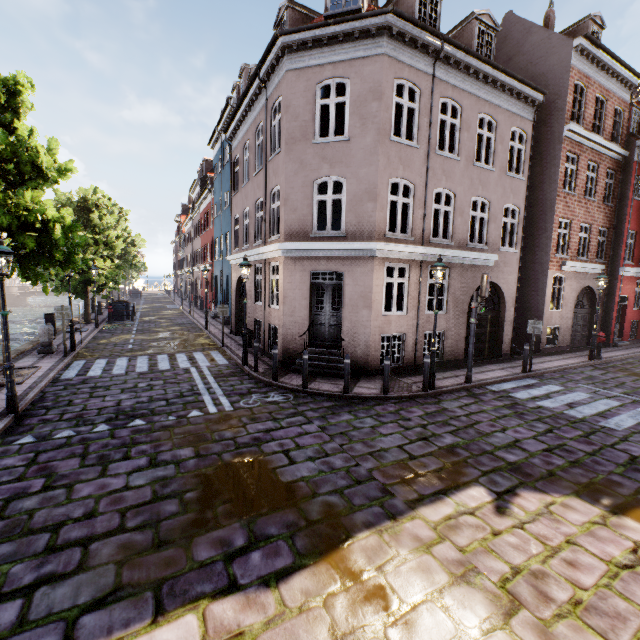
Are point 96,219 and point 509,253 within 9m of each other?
no

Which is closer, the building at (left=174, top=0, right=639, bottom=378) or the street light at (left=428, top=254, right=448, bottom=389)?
the street light at (left=428, top=254, right=448, bottom=389)

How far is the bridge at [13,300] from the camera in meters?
52.7

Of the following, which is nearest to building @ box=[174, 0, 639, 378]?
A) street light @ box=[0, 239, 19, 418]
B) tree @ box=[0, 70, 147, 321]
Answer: tree @ box=[0, 70, 147, 321]

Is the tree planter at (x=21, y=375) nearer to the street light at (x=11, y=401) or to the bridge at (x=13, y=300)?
the street light at (x=11, y=401)

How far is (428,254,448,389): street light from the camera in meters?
9.1

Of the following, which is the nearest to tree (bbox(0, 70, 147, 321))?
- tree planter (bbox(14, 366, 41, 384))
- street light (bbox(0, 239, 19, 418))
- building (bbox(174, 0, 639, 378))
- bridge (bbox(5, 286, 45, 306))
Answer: tree planter (bbox(14, 366, 41, 384))

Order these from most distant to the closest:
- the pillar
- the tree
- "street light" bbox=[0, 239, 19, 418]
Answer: the pillar
the tree
"street light" bbox=[0, 239, 19, 418]
